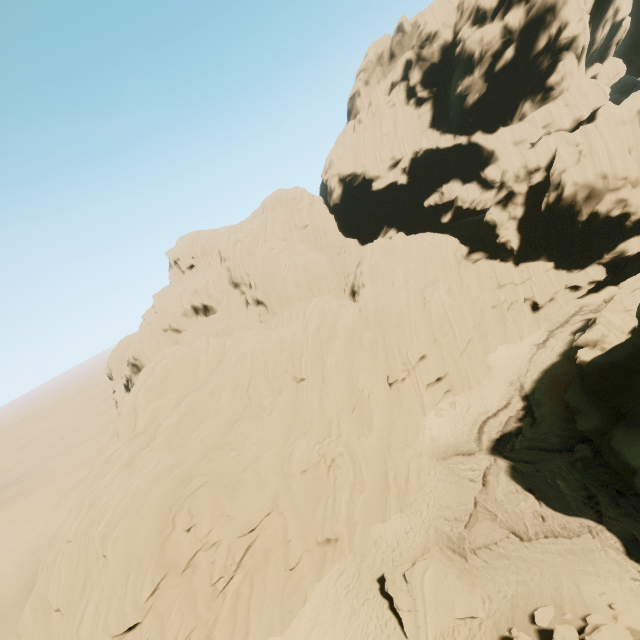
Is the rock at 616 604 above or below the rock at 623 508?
above

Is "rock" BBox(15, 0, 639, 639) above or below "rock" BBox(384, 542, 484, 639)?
above

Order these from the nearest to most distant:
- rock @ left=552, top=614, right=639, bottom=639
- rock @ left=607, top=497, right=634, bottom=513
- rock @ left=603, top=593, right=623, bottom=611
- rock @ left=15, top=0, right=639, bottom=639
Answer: rock @ left=552, top=614, right=639, bottom=639 < rock @ left=603, top=593, right=623, bottom=611 < rock @ left=607, top=497, right=634, bottom=513 < rock @ left=15, top=0, right=639, bottom=639

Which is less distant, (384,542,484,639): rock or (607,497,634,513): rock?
(384,542,484,639): rock

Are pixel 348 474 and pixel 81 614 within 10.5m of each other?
no

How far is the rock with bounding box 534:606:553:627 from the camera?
13.84m

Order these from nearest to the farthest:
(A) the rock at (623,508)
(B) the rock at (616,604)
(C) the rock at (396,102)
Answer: (B) the rock at (616,604) → (A) the rock at (623,508) → (C) the rock at (396,102)
